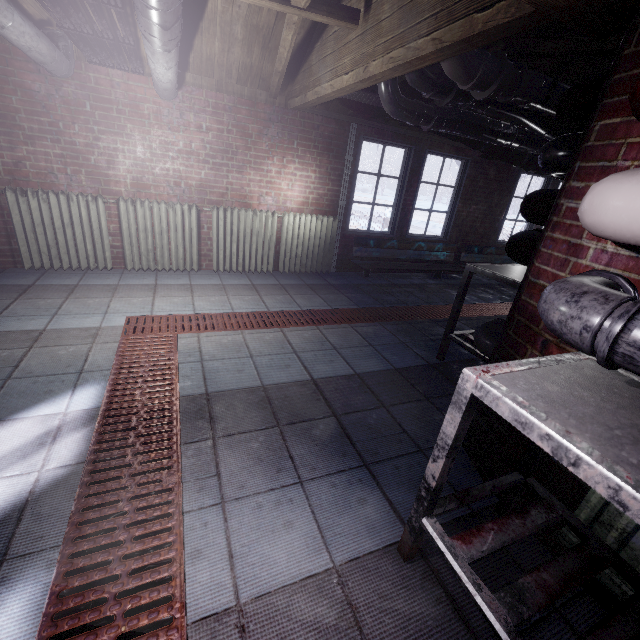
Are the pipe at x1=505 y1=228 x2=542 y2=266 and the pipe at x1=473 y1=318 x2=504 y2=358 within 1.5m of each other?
yes

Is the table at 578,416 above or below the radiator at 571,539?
above

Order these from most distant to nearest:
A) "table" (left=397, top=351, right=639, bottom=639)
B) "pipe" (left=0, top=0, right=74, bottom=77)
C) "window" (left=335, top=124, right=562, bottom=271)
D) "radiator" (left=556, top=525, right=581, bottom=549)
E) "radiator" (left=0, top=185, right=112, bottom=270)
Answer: "window" (left=335, top=124, right=562, bottom=271) → "radiator" (left=0, top=185, right=112, bottom=270) → "pipe" (left=0, top=0, right=74, bottom=77) → "radiator" (left=556, top=525, right=581, bottom=549) → "table" (left=397, top=351, right=639, bottom=639)

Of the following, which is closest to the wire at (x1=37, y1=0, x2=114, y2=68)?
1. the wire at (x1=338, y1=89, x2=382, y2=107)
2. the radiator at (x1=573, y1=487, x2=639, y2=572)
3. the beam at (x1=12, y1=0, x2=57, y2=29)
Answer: the beam at (x1=12, y1=0, x2=57, y2=29)

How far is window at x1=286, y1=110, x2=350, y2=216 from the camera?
4.0m

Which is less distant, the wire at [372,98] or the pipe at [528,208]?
the pipe at [528,208]

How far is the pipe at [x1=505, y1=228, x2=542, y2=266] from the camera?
1.81m

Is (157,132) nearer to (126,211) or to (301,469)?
(126,211)
